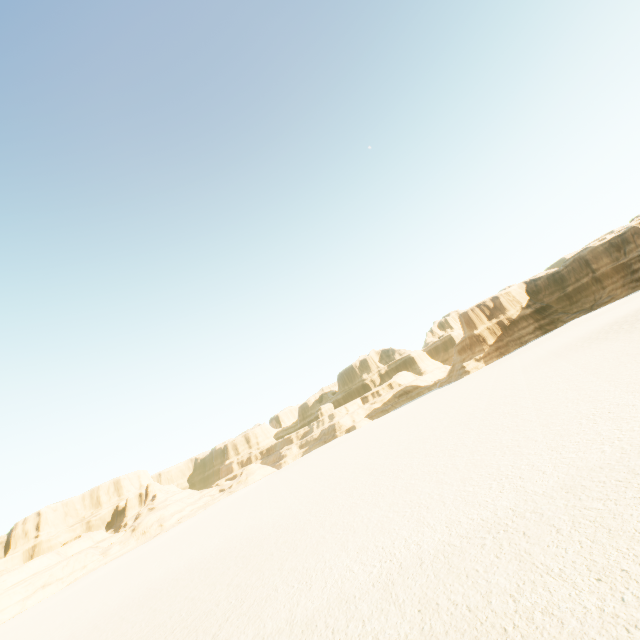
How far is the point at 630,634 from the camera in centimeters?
462cm
